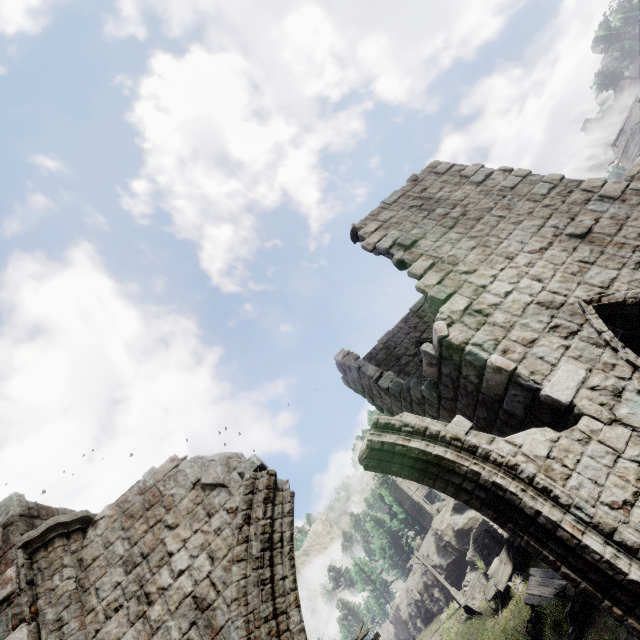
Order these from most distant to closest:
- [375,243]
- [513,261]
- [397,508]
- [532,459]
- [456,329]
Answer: [397,508]
[375,243]
[513,261]
[456,329]
[532,459]

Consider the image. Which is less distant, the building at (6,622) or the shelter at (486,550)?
the building at (6,622)

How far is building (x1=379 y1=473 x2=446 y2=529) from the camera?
39.1m

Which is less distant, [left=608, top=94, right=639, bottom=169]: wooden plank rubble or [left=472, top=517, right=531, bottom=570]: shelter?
[left=472, top=517, right=531, bottom=570]: shelter

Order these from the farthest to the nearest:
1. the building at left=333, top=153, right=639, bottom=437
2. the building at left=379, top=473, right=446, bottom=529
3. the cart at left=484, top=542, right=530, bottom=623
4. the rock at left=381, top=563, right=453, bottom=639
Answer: the building at left=379, top=473, right=446, bottom=529 → the rock at left=381, top=563, right=453, bottom=639 → the cart at left=484, top=542, right=530, bottom=623 → the building at left=333, top=153, right=639, bottom=437

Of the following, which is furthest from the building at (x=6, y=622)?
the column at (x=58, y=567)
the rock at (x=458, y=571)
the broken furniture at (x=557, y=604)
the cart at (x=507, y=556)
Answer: the cart at (x=507, y=556)

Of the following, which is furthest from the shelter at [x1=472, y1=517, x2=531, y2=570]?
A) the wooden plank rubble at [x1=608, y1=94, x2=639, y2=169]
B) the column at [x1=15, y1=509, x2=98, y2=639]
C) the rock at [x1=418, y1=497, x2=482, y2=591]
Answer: the wooden plank rubble at [x1=608, y1=94, x2=639, y2=169]

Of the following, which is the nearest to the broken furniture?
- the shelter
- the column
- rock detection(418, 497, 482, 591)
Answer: the shelter
